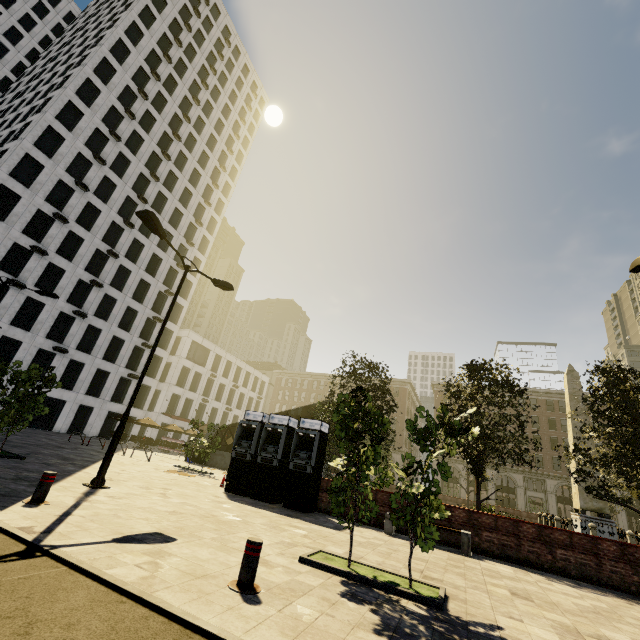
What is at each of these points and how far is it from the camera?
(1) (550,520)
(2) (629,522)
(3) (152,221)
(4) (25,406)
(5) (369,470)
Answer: (1) fence, 20.7m
(2) building, 51.8m
(3) street light, 10.4m
(4) tree, 11.7m
(5) tree, 6.4m

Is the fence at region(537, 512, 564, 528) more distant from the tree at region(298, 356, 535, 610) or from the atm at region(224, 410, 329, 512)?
the atm at region(224, 410, 329, 512)

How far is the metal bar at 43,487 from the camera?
6.2 meters

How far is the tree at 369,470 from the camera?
5.6m

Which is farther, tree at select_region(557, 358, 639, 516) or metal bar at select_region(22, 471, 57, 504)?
tree at select_region(557, 358, 639, 516)

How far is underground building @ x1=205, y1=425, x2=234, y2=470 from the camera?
25.7m

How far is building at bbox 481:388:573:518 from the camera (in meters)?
48.32

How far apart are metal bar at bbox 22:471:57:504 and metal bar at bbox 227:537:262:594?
4.6m
